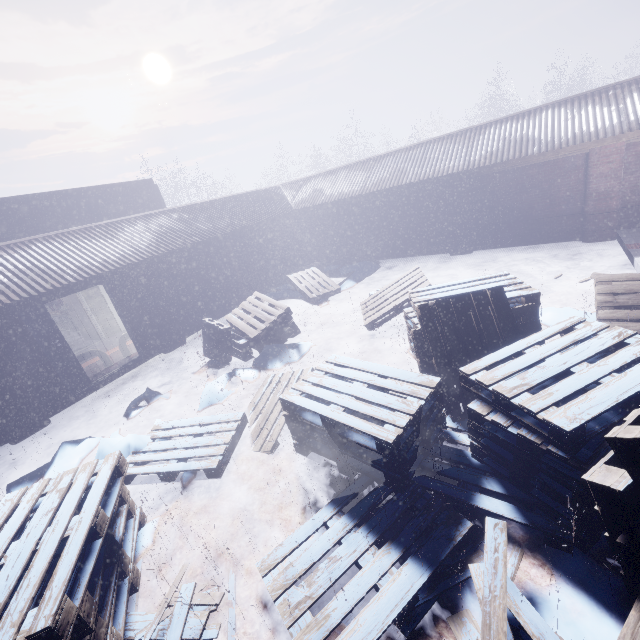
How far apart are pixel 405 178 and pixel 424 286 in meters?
5.3

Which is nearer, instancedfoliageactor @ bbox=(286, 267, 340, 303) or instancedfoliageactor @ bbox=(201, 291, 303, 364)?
instancedfoliageactor @ bbox=(201, 291, 303, 364)

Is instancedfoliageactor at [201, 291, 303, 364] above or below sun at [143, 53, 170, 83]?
below

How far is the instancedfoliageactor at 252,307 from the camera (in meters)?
6.53

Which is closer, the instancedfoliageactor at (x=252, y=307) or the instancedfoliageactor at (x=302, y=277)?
the instancedfoliageactor at (x=252, y=307)

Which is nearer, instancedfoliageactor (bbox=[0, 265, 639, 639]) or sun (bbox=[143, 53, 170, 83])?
instancedfoliageactor (bbox=[0, 265, 639, 639])

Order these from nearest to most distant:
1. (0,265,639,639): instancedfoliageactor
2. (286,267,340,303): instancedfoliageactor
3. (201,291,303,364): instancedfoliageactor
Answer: (0,265,639,639): instancedfoliageactor → (201,291,303,364): instancedfoliageactor → (286,267,340,303): instancedfoliageactor
